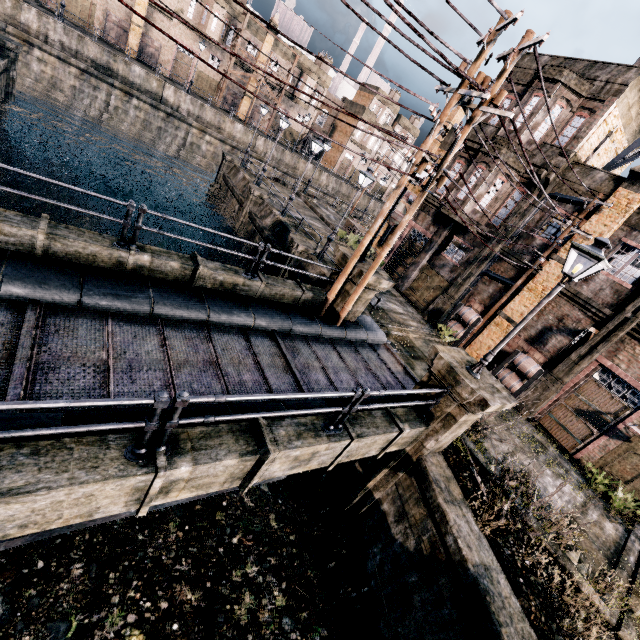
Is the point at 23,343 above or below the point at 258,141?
below

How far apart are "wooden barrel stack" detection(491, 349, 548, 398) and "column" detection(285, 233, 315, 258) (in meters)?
12.43

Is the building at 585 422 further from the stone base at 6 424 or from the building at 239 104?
the building at 239 104

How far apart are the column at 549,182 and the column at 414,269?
2.8m

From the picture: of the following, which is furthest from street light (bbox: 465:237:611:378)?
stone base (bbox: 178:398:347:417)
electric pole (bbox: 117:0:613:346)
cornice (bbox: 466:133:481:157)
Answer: cornice (bbox: 466:133:481:157)

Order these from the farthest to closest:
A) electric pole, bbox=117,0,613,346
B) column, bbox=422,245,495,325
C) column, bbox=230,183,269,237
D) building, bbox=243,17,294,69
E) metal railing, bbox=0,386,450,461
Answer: building, bbox=243,17,294,69
column, bbox=230,183,269,237
column, bbox=422,245,495,325
electric pole, bbox=117,0,613,346
metal railing, bbox=0,386,450,461

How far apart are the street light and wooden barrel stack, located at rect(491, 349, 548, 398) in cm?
993

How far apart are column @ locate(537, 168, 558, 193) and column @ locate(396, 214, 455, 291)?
2.8 meters
